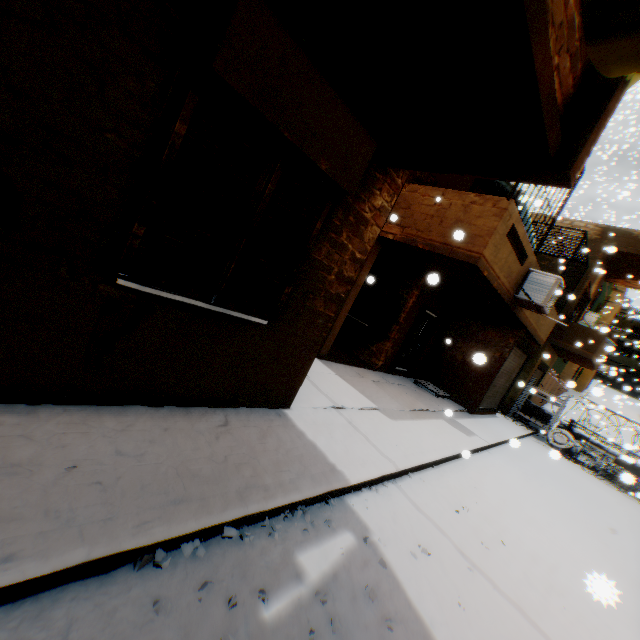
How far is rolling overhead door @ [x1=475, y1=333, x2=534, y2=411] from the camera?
11.2 meters

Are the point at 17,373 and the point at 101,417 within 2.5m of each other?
yes

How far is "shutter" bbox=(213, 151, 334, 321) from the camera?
3.0 meters

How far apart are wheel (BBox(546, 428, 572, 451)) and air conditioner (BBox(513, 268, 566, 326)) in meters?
9.0 m

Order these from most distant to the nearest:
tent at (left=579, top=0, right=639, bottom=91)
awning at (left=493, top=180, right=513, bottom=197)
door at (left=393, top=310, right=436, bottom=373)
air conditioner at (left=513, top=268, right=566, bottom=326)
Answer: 1. door at (left=393, top=310, right=436, bottom=373)
2. awning at (left=493, top=180, right=513, bottom=197)
3. air conditioner at (left=513, top=268, right=566, bottom=326)
4. tent at (left=579, top=0, right=639, bottom=91)

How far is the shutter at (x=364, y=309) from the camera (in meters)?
10.38

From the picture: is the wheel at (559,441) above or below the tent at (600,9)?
below

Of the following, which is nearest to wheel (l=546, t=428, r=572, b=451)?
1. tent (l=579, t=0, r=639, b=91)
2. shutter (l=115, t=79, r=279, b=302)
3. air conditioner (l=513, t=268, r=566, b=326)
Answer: air conditioner (l=513, t=268, r=566, b=326)
